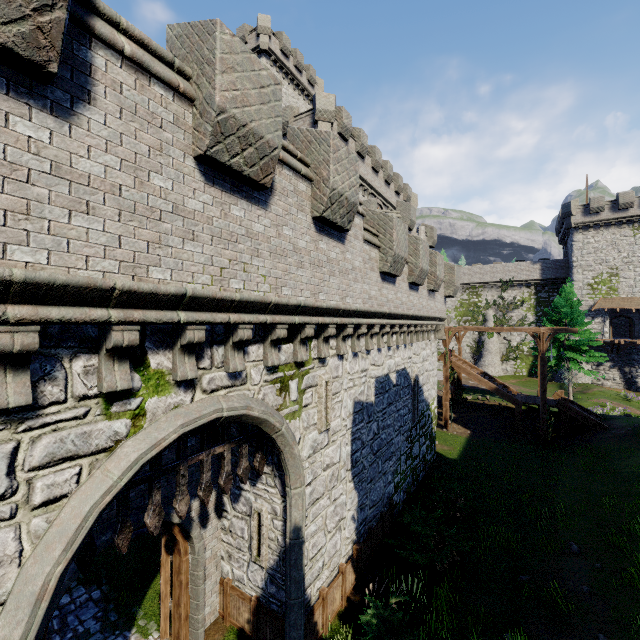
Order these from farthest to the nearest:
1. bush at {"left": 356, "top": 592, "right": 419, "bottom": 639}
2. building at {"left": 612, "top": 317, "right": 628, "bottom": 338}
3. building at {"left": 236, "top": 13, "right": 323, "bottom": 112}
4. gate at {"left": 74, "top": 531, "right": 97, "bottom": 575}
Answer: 1. building at {"left": 612, "top": 317, "right": 628, "bottom": 338}
2. building at {"left": 236, "top": 13, "right": 323, "bottom": 112}
3. bush at {"left": 356, "top": 592, "right": 419, "bottom": 639}
4. gate at {"left": 74, "top": 531, "right": 97, "bottom": 575}

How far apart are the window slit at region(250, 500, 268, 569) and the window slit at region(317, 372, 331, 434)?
2.1m

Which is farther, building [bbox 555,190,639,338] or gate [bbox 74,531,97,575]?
building [bbox 555,190,639,338]

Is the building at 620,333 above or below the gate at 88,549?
above

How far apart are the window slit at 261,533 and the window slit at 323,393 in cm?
208

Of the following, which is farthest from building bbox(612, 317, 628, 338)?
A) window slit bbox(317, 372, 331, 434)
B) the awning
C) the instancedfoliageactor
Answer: window slit bbox(317, 372, 331, 434)

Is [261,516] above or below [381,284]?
below
